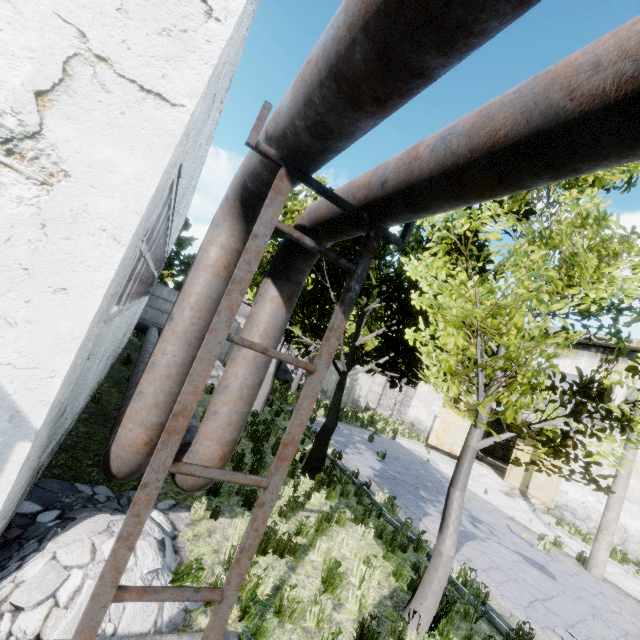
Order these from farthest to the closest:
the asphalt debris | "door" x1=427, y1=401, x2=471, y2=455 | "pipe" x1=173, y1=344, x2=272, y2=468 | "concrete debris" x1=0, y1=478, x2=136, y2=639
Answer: "door" x1=427, y1=401, x2=471, y2=455
the asphalt debris
"pipe" x1=173, y1=344, x2=272, y2=468
"concrete debris" x1=0, y1=478, x2=136, y2=639

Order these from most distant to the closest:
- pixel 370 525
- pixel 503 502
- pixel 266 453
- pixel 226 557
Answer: pixel 503 502 < pixel 266 453 < pixel 370 525 < pixel 226 557

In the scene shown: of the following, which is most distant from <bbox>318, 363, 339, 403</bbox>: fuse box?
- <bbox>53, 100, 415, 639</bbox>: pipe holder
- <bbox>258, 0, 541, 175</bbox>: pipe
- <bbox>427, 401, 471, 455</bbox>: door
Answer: <bbox>53, 100, 415, 639</bbox>: pipe holder

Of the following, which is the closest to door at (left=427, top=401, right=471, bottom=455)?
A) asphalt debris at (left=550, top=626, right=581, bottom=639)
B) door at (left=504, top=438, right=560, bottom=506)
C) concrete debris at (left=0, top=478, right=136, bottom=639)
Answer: door at (left=504, top=438, right=560, bottom=506)

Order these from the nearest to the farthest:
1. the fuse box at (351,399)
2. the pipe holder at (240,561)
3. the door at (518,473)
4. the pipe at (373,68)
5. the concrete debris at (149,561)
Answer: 1. the pipe at (373,68)
2. the pipe holder at (240,561)
3. the concrete debris at (149,561)
4. the door at (518,473)
5. the fuse box at (351,399)

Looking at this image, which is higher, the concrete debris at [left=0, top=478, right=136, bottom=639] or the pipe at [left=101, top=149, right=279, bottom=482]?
the pipe at [left=101, top=149, right=279, bottom=482]

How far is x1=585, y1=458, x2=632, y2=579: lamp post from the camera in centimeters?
1086cm

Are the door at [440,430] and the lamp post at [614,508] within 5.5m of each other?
no
